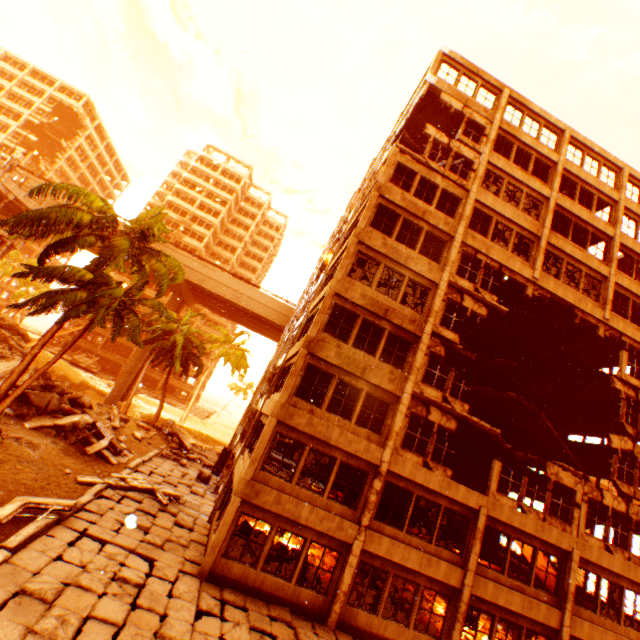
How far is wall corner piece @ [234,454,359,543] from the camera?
11.8 meters

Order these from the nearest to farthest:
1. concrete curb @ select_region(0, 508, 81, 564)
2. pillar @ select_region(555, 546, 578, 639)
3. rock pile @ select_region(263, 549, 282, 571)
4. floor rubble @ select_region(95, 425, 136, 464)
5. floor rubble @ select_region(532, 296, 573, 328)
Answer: concrete curb @ select_region(0, 508, 81, 564)
rock pile @ select_region(263, 549, 282, 571)
pillar @ select_region(555, 546, 578, 639)
floor rubble @ select_region(95, 425, 136, 464)
floor rubble @ select_region(532, 296, 573, 328)

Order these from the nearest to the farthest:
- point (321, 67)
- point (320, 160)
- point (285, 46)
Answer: point (285, 46)
point (321, 67)
point (320, 160)

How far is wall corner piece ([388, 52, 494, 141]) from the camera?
19.3 meters

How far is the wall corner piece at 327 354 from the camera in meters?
13.7 m

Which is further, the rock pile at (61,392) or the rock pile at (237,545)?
the rock pile at (61,392)

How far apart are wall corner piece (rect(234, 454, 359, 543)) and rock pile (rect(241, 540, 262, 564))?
2.0m
